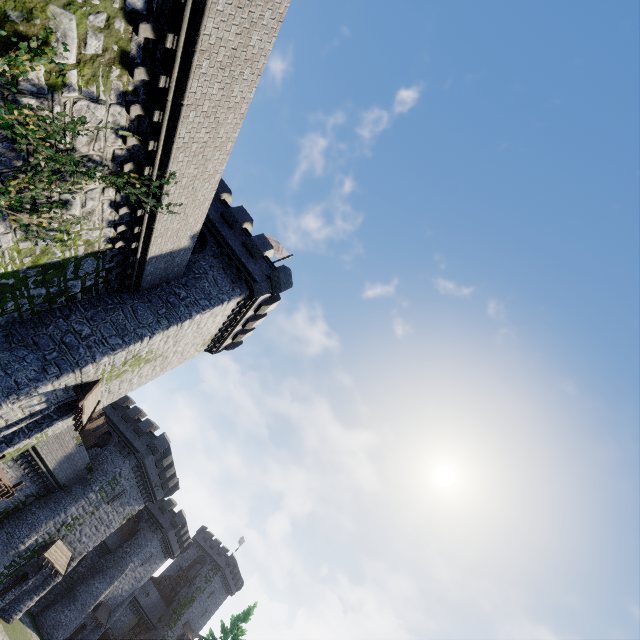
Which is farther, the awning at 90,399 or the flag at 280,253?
the flag at 280,253

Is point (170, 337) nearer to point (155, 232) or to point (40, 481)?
point (155, 232)

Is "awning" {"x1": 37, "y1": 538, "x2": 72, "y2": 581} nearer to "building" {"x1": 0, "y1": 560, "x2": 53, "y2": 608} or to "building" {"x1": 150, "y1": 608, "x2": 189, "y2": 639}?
"building" {"x1": 0, "y1": 560, "x2": 53, "y2": 608}

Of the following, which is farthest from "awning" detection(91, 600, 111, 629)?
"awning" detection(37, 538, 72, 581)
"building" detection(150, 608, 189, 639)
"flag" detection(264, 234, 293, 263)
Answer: "flag" detection(264, 234, 293, 263)

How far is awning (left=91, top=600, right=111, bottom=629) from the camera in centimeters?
4016cm

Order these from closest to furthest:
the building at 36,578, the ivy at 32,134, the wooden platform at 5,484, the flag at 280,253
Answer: the ivy at 32,134 → the wooden platform at 5,484 → the flag at 280,253 → the building at 36,578

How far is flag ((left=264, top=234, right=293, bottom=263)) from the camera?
26.2 meters

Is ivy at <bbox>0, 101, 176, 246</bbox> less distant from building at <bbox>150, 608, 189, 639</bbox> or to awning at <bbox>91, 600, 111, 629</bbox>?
awning at <bbox>91, 600, 111, 629</bbox>
